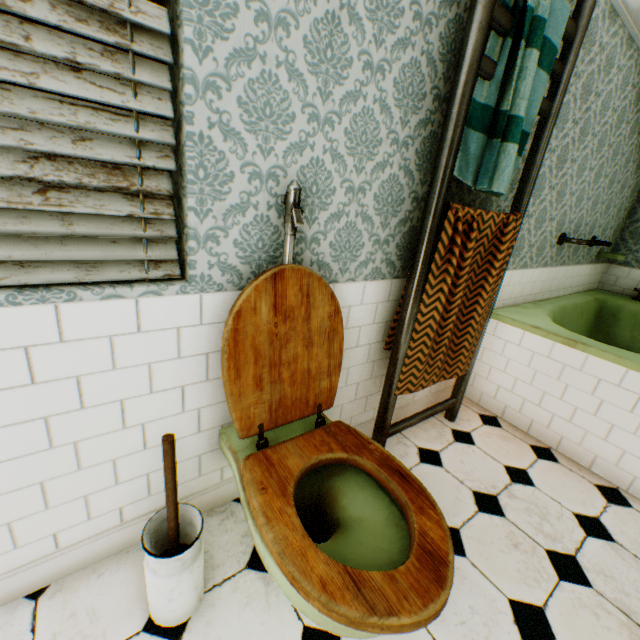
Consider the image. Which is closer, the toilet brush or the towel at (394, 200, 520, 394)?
the toilet brush

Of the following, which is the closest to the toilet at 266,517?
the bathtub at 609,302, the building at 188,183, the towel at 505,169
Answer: the building at 188,183

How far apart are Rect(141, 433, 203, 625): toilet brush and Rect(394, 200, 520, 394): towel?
1.2m

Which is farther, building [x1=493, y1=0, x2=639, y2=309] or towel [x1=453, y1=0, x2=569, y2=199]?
building [x1=493, y1=0, x2=639, y2=309]

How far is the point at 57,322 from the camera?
1.0 meters

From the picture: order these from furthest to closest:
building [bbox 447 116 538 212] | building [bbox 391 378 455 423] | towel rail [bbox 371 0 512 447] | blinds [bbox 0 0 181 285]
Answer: building [bbox 391 378 455 423]
building [bbox 447 116 538 212]
towel rail [bbox 371 0 512 447]
blinds [bbox 0 0 181 285]

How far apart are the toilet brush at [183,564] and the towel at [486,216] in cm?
117

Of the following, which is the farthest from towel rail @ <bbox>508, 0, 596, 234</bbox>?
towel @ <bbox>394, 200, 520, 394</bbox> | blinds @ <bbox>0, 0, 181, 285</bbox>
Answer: blinds @ <bbox>0, 0, 181, 285</bbox>
